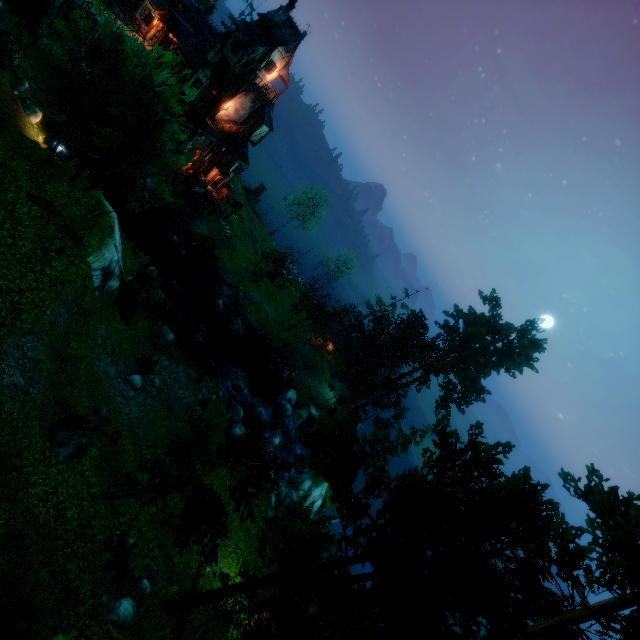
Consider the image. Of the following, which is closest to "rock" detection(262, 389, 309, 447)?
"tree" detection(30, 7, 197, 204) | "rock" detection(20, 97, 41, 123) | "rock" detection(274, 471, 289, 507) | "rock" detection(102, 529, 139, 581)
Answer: "rock" detection(274, 471, 289, 507)

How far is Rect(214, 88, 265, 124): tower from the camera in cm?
3509

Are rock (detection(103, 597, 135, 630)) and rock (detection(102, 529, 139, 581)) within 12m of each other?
yes

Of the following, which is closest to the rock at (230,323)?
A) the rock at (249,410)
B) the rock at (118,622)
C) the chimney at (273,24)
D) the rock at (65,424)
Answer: the rock at (249,410)

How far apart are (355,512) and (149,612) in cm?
885

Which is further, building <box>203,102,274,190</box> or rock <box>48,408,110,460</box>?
building <box>203,102,274,190</box>

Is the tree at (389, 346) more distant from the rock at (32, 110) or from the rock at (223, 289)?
the rock at (32, 110)
